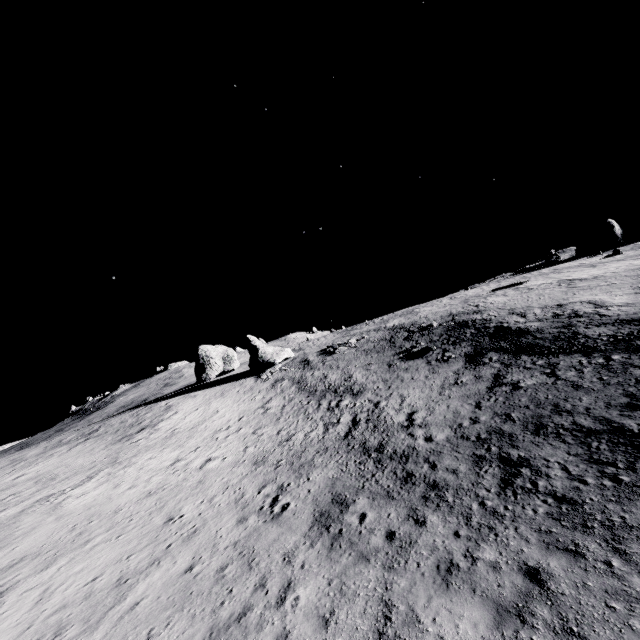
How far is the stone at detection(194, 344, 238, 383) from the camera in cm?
5509

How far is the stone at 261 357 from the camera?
46.88m

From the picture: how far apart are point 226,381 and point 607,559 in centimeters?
4751cm

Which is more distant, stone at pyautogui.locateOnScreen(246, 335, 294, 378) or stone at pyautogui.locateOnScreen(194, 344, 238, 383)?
stone at pyautogui.locateOnScreen(194, 344, 238, 383)

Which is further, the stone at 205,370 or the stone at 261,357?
the stone at 205,370

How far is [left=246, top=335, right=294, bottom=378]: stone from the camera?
46.9 meters
